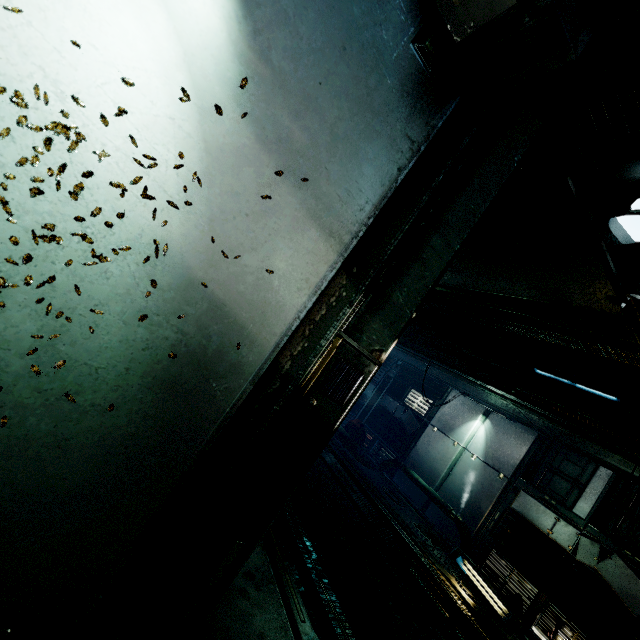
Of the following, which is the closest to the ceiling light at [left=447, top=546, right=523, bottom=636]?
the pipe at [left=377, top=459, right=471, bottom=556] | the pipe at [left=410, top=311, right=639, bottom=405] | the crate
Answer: the pipe at [left=377, top=459, right=471, bottom=556]

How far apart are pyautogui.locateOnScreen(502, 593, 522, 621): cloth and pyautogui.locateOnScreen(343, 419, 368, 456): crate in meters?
5.8 m

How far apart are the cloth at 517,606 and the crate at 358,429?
5.80m

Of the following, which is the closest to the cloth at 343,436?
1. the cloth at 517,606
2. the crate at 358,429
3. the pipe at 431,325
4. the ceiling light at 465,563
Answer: the crate at 358,429

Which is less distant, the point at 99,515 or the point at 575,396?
the point at 99,515

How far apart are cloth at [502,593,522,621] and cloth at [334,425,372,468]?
4.8 meters

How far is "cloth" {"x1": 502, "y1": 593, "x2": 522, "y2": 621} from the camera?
7.22m

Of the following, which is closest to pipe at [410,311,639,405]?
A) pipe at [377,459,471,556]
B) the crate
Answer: the crate
